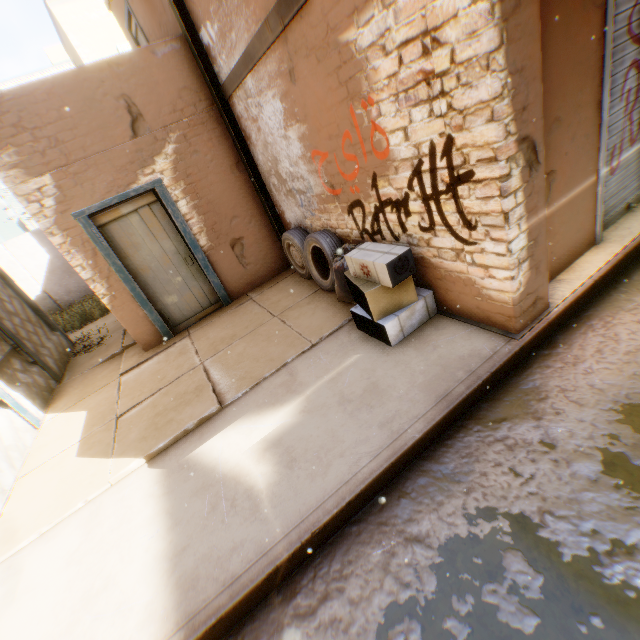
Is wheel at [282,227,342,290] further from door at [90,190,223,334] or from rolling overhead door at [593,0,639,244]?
rolling overhead door at [593,0,639,244]

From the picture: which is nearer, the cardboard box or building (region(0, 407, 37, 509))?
the cardboard box

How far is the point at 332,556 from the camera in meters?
2.2 m

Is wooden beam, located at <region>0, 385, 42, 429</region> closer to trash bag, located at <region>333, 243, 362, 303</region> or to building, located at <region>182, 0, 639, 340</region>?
building, located at <region>182, 0, 639, 340</region>

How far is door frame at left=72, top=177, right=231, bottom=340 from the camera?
5.1m

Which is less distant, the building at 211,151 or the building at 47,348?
the building at 211,151

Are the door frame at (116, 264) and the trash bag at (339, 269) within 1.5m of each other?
no

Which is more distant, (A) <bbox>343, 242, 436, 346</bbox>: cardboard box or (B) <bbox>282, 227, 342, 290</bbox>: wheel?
(B) <bbox>282, 227, 342, 290</bbox>: wheel
